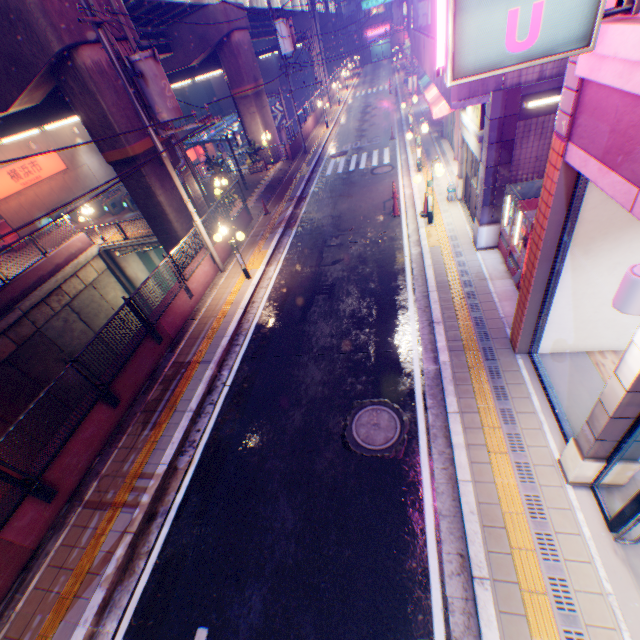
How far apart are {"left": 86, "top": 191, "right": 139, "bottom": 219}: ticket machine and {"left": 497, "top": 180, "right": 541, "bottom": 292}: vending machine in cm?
2534

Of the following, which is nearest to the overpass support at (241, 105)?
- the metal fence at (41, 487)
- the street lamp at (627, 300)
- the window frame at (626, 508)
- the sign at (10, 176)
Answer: the metal fence at (41, 487)

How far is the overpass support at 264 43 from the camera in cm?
1953

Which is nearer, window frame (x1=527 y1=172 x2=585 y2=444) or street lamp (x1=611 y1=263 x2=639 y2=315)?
street lamp (x1=611 y1=263 x2=639 y2=315)

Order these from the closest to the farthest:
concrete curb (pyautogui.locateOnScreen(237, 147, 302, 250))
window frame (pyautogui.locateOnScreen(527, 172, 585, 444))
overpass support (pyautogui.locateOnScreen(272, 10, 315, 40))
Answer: window frame (pyautogui.locateOnScreen(527, 172, 585, 444)), concrete curb (pyautogui.locateOnScreen(237, 147, 302, 250)), overpass support (pyautogui.locateOnScreen(272, 10, 315, 40))

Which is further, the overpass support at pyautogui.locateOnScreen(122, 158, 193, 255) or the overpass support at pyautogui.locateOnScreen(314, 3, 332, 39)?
the overpass support at pyautogui.locateOnScreen(314, 3, 332, 39)

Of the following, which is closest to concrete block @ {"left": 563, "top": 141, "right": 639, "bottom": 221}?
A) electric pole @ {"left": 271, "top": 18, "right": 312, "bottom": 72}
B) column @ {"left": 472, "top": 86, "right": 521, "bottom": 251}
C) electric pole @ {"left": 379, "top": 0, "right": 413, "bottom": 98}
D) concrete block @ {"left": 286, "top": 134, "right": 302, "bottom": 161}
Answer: column @ {"left": 472, "top": 86, "right": 521, "bottom": 251}

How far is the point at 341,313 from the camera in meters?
10.2
